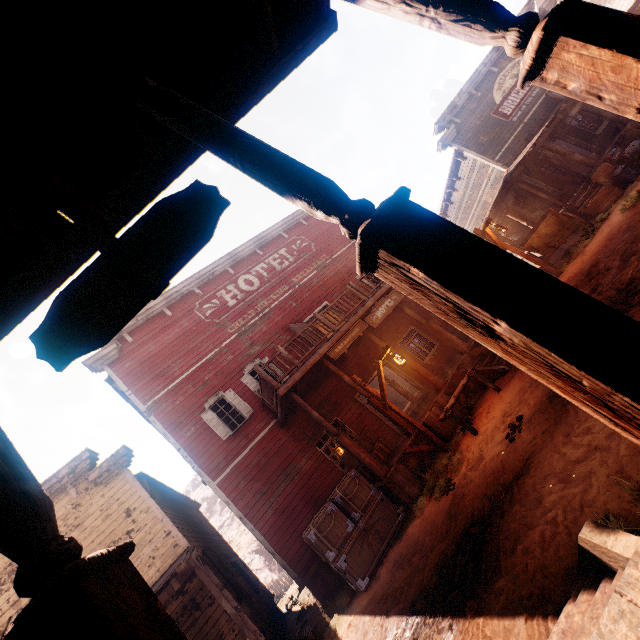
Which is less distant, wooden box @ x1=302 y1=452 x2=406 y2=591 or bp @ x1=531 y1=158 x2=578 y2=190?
wooden box @ x1=302 y1=452 x2=406 y2=591

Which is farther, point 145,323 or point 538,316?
point 145,323

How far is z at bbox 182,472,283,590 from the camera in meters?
25.8

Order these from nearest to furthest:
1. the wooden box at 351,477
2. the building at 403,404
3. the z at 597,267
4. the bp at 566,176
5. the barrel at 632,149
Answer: the z at 597,267 → the wooden box at 351,477 → the barrel at 632,149 → the bp at 566,176 → the building at 403,404

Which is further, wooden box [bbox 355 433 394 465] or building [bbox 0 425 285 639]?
wooden box [bbox 355 433 394 465]

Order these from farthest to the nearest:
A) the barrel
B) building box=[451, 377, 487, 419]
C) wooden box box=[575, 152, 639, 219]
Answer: the barrel → wooden box box=[575, 152, 639, 219] → building box=[451, 377, 487, 419]

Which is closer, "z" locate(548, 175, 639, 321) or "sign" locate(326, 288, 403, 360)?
"z" locate(548, 175, 639, 321)

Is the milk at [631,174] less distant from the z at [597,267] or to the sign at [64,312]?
the z at [597,267]
